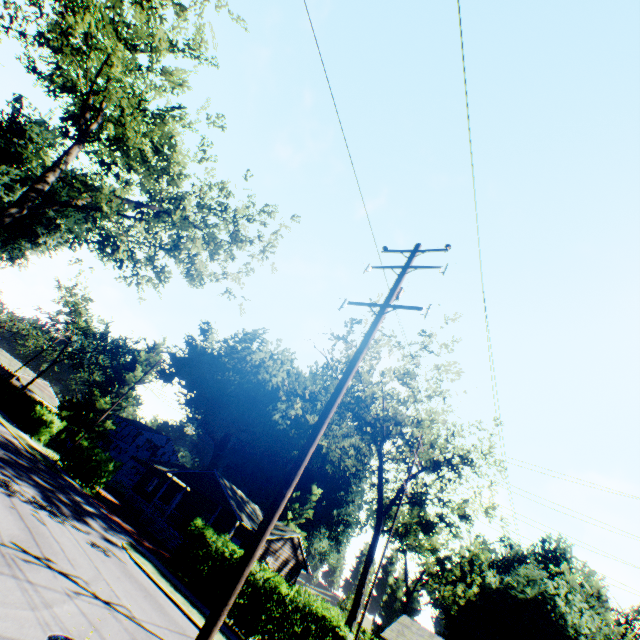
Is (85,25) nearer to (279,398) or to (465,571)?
(279,398)

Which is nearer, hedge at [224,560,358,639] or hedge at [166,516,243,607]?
hedge at [224,560,358,639]

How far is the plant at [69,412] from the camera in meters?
39.7 m

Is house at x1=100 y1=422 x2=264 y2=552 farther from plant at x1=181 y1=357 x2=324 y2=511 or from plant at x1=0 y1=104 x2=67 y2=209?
plant at x1=181 y1=357 x2=324 y2=511

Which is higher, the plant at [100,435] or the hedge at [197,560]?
the plant at [100,435]

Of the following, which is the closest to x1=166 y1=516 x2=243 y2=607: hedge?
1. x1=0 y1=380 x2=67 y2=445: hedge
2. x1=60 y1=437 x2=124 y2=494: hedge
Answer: x1=60 y1=437 x2=124 y2=494: hedge

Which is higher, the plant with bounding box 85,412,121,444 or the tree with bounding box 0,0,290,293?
the tree with bounding box 0,0,290,293

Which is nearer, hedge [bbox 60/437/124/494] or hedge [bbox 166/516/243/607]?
hedge [bbox 166/516/243/607]
